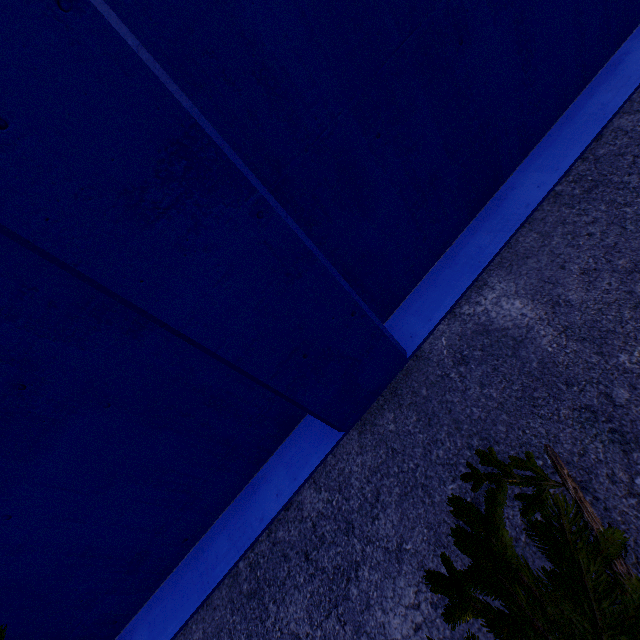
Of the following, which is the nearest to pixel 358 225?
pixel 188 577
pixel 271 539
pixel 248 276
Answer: pixel 248 276
